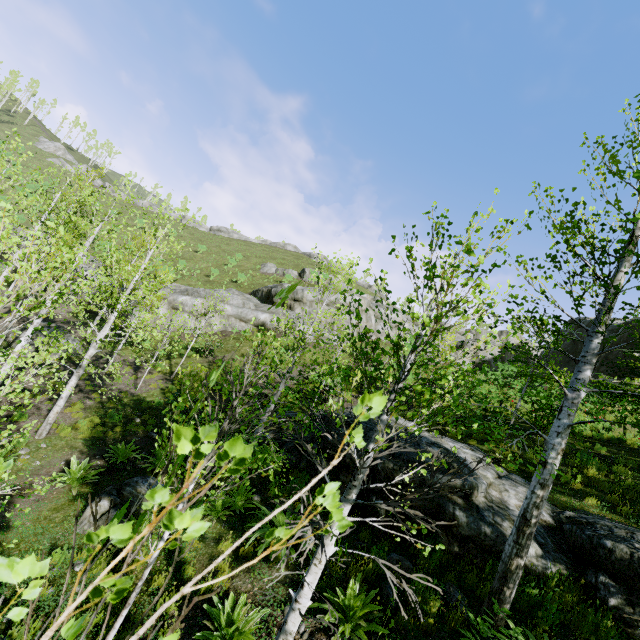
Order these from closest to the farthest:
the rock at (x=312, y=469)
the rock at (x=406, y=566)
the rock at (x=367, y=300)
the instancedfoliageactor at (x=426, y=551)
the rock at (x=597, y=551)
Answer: the instancedfoliageactor at (x=426, y=551), the rock at (x=597, y=551), the rock at (x=406, y=566), the rock at (x=312, y=469), the rock at (x=367, y=300)

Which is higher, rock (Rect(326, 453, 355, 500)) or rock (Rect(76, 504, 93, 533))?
rock (Rect(326, 453, 355, 500))

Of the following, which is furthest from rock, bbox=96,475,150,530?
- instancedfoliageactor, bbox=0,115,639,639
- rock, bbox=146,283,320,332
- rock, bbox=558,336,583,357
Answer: rock, bbox=558,336,583,357

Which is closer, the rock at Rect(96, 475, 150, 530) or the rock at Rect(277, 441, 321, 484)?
the rock at Rect(96, 475, 150, 530)

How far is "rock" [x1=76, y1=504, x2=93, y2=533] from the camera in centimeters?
694cm

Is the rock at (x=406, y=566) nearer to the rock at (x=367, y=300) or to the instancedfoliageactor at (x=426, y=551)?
the instancedfoliageactor at (x=426, y=551)

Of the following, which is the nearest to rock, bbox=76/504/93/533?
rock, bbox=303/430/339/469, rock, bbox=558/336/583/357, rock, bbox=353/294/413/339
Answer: rock, bbox=303/430/339/469

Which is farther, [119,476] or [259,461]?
[119,476]
